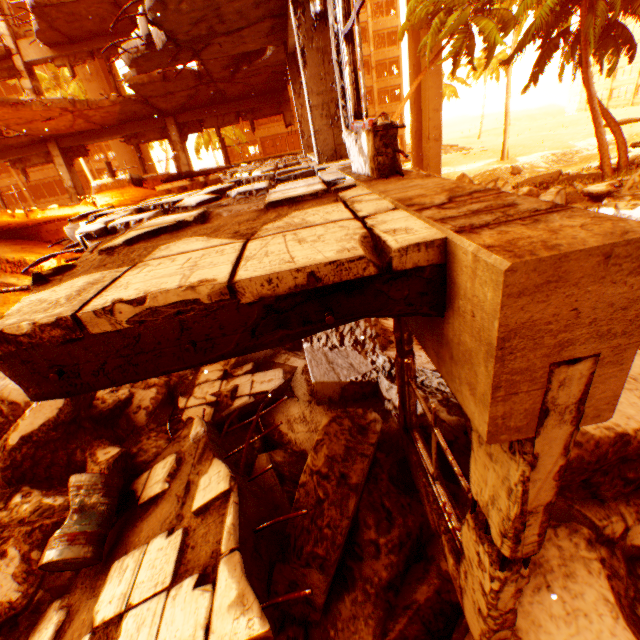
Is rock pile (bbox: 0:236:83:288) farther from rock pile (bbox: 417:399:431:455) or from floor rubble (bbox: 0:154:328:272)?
floor rubble (bbox: 0:154:328:272)

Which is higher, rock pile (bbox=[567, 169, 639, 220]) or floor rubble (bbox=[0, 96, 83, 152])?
floor rubble (bbox=[0, 96, 83, 152])

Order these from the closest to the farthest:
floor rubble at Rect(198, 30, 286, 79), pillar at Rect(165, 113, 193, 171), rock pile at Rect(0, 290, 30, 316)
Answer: floor rubble at Rect(198, 30, 286, 79) < rock pile at Rect(0, 290, 30, 316) < pillar at Rect(165, 113, 193, 171)

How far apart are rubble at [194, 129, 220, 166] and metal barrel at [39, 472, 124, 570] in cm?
3069

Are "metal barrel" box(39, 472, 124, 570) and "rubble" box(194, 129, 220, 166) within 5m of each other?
no

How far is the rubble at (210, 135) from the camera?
28.3 meters

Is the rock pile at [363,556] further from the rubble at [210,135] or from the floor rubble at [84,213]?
the rubble at [210,135]

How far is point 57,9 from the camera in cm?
1040
